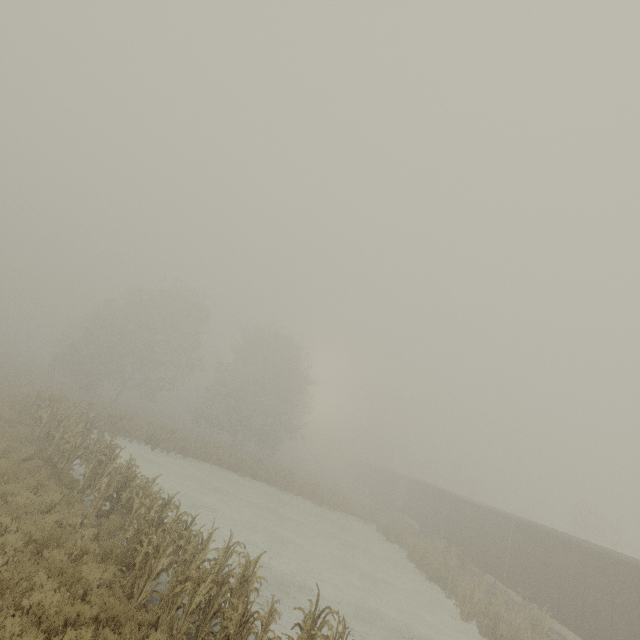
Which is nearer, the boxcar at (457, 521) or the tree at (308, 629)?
the tree at (308, 629)

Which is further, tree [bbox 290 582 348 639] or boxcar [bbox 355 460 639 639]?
boxcar [bbox 355 460 639 639]

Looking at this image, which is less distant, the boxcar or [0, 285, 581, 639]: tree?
[0, 285, 581, 639]: tree

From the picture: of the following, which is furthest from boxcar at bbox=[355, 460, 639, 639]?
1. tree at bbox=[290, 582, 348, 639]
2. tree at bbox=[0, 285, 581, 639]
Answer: tree at bbox=[0, 285, 581, 639]

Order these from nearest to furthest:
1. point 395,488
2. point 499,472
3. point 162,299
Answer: point 395,488 < point 162,299 < point 499,472

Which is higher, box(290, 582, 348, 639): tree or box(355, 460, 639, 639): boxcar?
box(355, 460, 639, 639): boxcar

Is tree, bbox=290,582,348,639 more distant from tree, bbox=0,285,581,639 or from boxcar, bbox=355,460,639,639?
boxcar, bbox=355,460,639,639

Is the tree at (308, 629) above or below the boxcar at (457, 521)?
below
